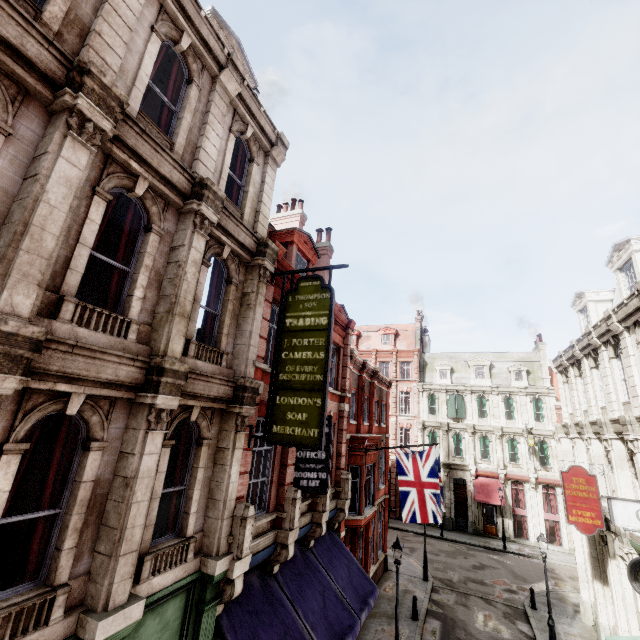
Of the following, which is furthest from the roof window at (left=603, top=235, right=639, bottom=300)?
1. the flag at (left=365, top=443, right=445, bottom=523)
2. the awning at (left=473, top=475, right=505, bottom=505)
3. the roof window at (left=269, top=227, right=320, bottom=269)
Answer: the awning at (left=473, top=475, right=505, bottom=505)

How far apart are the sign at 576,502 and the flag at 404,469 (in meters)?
4.76

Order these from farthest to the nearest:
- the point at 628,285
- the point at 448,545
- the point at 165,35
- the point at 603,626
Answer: the point at 448,545
the point at 603,626
the point at 628,285
the point at 165,35

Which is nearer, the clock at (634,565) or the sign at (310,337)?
the sign at (310,337)

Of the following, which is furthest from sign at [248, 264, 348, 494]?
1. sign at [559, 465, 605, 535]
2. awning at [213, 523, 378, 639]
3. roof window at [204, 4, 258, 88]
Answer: sign at [559, 465, 605, 535]

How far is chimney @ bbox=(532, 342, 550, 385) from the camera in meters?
33.2 m

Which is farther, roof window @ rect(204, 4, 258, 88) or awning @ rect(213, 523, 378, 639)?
roof window @ rect(204, 4, 258, 88)

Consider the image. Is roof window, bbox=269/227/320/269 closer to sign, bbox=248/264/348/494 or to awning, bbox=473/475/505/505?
sign, bbox=248/264/348/494
